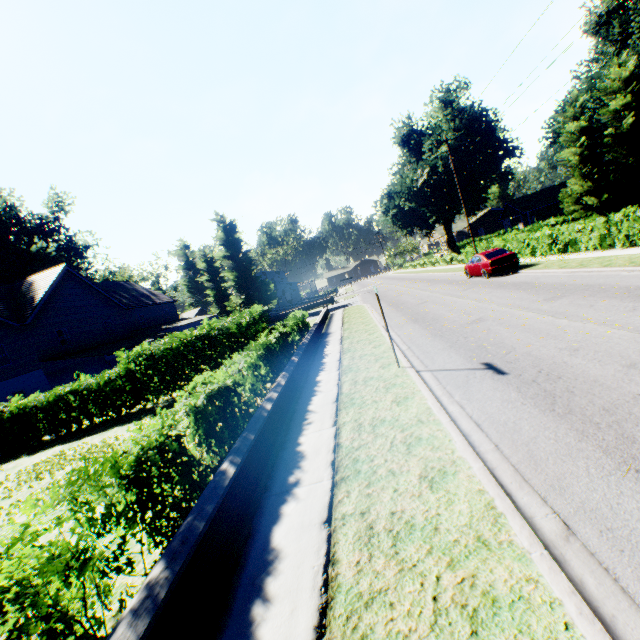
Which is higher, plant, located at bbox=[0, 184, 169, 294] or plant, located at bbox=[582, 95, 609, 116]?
plant, located at bbox=[0, 184, 169, 294]

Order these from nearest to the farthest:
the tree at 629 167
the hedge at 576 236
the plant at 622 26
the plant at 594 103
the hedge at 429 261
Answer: the hedge at 576 236, the tree at 629 167, the hedge at 429 261, the plant at 622 26, the plant at 594 103

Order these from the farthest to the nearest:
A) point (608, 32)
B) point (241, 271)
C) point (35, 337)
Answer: point (241, 271) → point (608, 32) → point (35, 337)

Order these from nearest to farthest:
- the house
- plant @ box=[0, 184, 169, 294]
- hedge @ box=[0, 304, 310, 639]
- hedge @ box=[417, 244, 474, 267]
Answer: hedge @ box=[0, 304, 310, 639] < hedge @ box=[417, 244, 474, 267] < plant @ box=[0, 184, 169, 294] < the house

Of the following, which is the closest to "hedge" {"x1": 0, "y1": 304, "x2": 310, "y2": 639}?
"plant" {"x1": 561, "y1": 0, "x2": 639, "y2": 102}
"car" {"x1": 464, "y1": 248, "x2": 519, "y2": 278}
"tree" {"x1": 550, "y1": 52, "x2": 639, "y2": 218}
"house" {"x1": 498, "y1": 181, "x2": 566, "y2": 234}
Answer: "tree" {"x1": 550, "y1": 52, "x2": 639, "y2": 218}

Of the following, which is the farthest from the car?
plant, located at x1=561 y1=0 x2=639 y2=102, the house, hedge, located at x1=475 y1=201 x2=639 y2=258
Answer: the house

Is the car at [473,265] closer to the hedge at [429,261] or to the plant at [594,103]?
the hedge at [429,261]

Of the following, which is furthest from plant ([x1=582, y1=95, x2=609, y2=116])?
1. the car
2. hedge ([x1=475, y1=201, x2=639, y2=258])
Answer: the car
